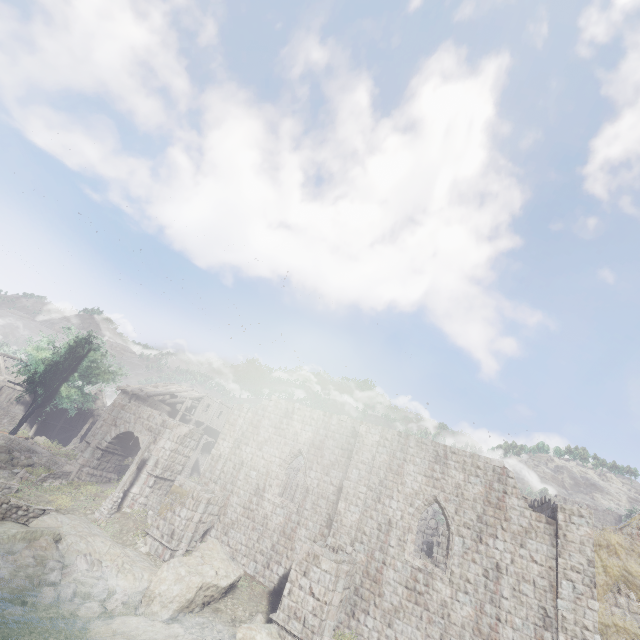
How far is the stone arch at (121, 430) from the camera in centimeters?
1783cm

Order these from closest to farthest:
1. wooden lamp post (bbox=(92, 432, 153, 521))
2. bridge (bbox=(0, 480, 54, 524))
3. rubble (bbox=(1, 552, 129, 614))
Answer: rubble (bbox=(1, 552, 129, 614)) < bridge (bbox=(0, 480, 54, 524)) < wooden lamp post (bbox=(92, 432, 153, 521))

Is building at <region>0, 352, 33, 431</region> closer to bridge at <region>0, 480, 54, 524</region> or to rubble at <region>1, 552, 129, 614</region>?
rubble at <region>1, 552, 129, 614</region>

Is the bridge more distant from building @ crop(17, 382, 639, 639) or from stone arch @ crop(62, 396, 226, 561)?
building @ crop(17, 382, 639, 639)

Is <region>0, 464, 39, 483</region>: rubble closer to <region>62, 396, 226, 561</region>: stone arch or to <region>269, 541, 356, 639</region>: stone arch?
<region>62, 396, 226, 561</region>: stone arch

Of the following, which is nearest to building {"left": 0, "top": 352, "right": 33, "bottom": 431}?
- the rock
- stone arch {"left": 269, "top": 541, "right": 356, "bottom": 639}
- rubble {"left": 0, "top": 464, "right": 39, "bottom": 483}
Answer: stone arch {"left": 269, "top": 541, "right": 356, "bottom": 639}

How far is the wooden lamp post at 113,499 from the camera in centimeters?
1928cm

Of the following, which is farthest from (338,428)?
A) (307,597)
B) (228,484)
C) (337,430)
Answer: (307,597)
